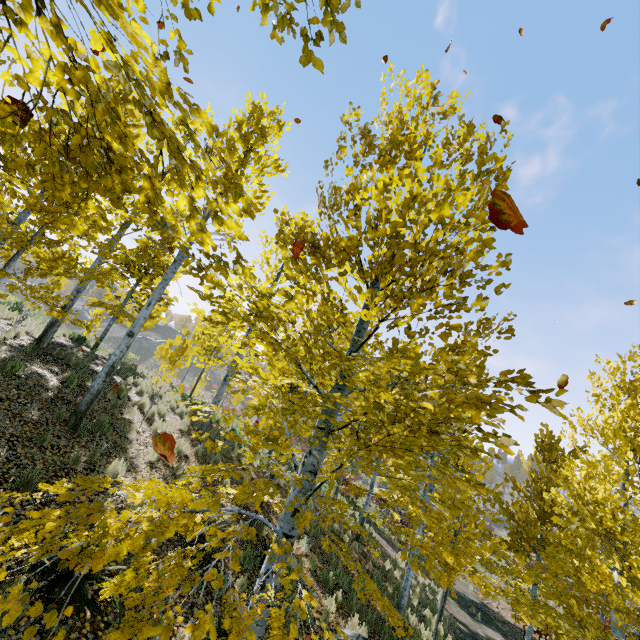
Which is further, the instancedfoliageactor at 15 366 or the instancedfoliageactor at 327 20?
the instancedfoliageactor at 15 366

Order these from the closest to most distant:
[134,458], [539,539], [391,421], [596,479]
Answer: [391,421]
[134,458]
[596,479]
[539,539]

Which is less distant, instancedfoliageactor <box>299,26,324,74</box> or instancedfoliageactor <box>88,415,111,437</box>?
instancedfoliageactor <box>299,26,324,74</box>

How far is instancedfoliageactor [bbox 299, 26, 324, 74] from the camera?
1.7m
